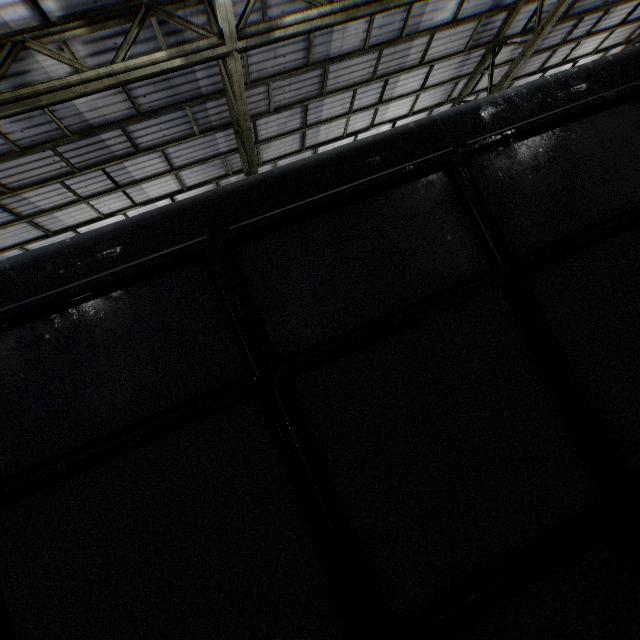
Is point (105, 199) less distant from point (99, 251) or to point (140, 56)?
point (140, 56)
